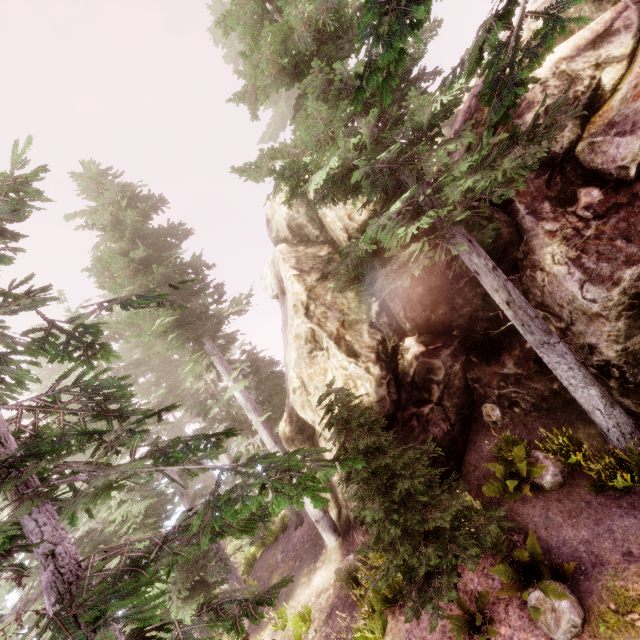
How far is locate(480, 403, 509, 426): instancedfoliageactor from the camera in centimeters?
978cm

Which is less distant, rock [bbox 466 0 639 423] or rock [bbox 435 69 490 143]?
rock [bbox 466 0 639 423]

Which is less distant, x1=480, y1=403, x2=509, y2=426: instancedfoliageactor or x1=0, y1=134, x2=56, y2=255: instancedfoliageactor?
x1=0, y1=134, x2=56, y2=255: instancedfoliageactor

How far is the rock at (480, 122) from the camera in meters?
10.2

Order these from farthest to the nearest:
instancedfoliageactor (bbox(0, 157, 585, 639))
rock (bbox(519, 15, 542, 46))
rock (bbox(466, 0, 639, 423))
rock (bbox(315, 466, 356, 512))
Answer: rock (bbox(315, 466, 356, 512)), rock (bbox(519, 15, 542, 46)), rock (bbox(466, 0, 639, 423)), instancedfoliageactor (bbox(0, 157, 585, 639))

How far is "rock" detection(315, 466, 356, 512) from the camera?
12.4m

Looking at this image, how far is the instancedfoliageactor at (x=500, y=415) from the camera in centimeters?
978cm

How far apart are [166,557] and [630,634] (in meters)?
7.41
